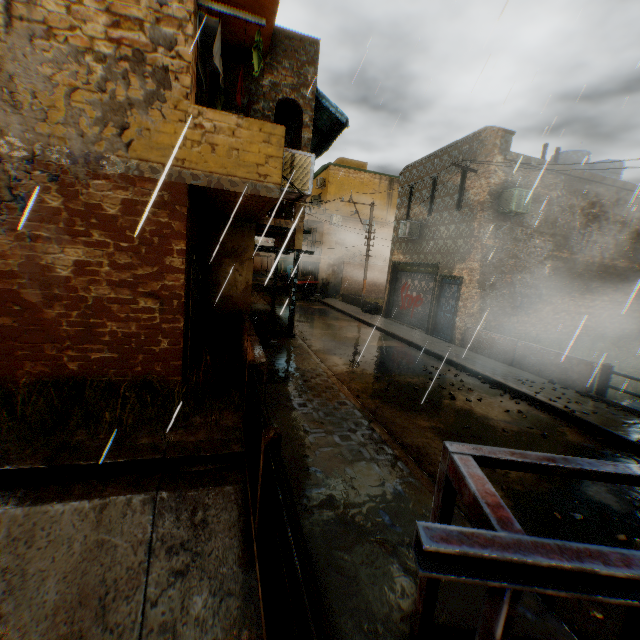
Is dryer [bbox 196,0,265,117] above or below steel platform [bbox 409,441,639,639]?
above

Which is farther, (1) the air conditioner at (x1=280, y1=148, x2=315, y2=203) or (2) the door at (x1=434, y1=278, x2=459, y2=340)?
(2) the door at (x1=434, y1=278, x2=459, y2=340)

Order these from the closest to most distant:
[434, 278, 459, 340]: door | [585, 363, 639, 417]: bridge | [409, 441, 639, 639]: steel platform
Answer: [409, 441, 639, 639]: steel platform < [585, 363, 639, 417]: bridge < [434, 278, 459, 340]: door

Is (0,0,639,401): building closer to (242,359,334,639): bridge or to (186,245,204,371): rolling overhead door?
(186,245,204,371): rolling overhead door

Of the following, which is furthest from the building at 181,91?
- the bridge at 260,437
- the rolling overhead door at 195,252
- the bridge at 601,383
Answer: the bridge at 601,383

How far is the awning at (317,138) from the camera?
13.1 meters

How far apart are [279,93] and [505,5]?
8.0 meters

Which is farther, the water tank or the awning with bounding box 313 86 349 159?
the water tank
